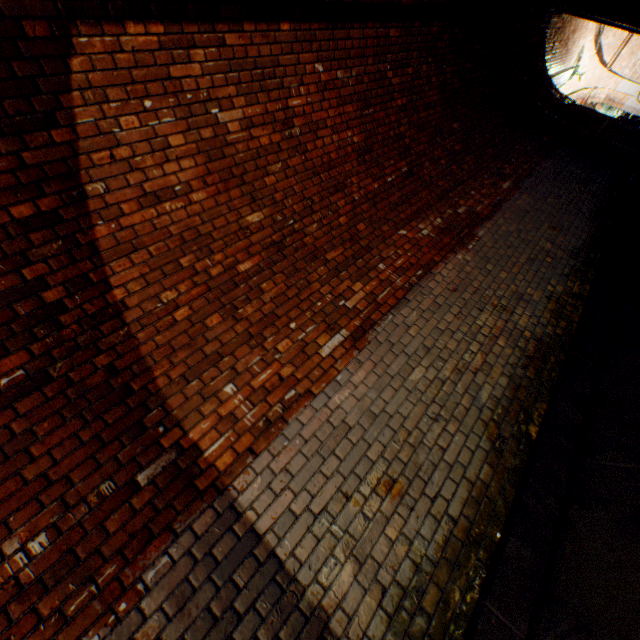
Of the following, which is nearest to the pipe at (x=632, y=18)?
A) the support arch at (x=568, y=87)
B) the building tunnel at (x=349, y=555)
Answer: the building tunnel at (x=349, y=555)

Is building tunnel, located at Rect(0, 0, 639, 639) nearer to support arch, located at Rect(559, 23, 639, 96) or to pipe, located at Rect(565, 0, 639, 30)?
pipe, located at Rect(565, 0, 639, 30)

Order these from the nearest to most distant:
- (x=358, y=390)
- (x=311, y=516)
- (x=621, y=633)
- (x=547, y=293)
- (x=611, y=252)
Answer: (x=621, y=633) < (x=311, y=516) < (x=358, y=390) < (x=547, y=293) < (x=611, y=252)

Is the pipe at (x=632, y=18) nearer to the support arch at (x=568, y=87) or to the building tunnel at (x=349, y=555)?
the building tunnel at (x=349, y=555)

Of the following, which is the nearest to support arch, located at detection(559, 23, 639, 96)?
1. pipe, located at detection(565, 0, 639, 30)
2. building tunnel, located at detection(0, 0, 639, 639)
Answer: pipe, located at detection(565, 0, 639, 30)
